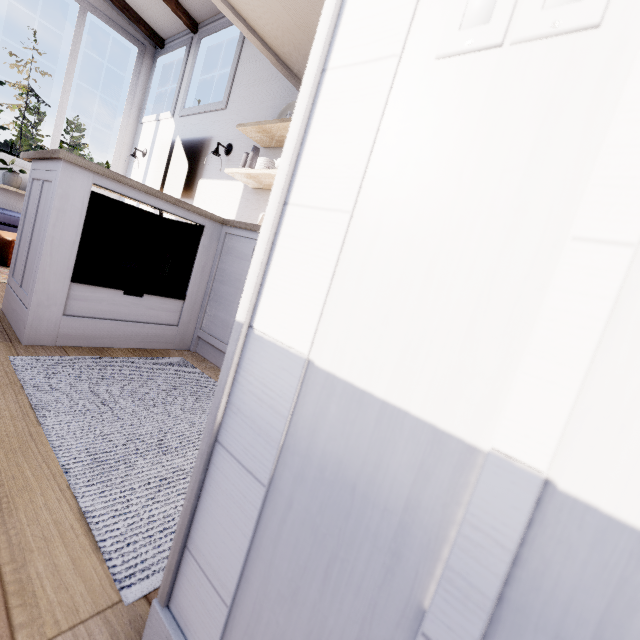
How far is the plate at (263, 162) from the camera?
2.96m

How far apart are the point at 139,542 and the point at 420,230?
1.0m

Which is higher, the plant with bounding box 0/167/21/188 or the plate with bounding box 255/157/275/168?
the plate with bounding box 255/157/275/168

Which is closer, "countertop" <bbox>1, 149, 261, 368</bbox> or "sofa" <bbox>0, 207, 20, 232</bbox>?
"countertop" <bbox>1, 149, 261, 368</bbox>

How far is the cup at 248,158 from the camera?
3.1m

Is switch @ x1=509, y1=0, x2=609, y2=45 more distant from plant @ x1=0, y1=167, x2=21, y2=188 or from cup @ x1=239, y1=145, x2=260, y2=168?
plant @ x1=0, y1=167, x2=21, y2=188

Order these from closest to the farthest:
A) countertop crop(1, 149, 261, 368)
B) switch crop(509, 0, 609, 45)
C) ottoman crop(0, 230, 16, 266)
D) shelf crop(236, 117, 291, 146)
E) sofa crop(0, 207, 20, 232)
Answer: switch crop(509, 0, 609, 45), countertop crop(1, 149, 261, 368), shelf crop(236, 117, 291, 146), ottoman crop(0, 230, 16, 266), sofa crop(0, 207, 20, 232)

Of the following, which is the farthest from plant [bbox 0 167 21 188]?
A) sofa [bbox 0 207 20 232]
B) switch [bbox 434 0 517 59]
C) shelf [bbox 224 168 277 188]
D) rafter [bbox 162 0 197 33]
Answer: switch [bbox 434 0 517 59]
